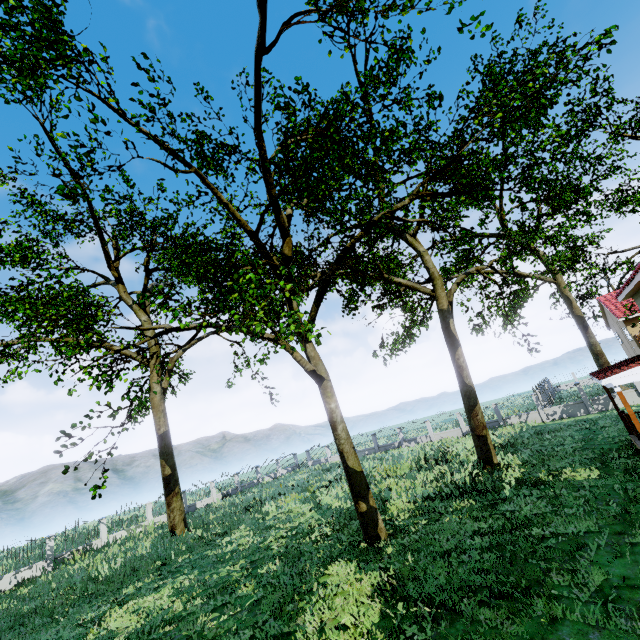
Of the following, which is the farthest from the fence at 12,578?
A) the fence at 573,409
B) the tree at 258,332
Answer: the fence at 573,409

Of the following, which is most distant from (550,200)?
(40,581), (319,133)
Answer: (40,581)

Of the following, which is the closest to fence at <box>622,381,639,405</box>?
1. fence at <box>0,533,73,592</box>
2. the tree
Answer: the tree

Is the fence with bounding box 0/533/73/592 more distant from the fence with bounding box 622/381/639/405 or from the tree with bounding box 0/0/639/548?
the fence with bounding box 622/381/639/405

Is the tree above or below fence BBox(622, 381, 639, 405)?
above

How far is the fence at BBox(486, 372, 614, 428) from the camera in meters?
24.5 m

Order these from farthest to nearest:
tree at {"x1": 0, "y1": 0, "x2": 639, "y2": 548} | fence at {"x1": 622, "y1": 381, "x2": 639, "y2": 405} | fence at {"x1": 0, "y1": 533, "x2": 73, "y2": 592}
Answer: fence at {"x1": 622, "y1": 381, "x2": 639, "y2": 405}
fence at {"x1": 0, "y1": 533, "x2": 73, "y2": 592}
tree at {"x1": 0, "y1": 0, "x2": 639, "y2": 548}
